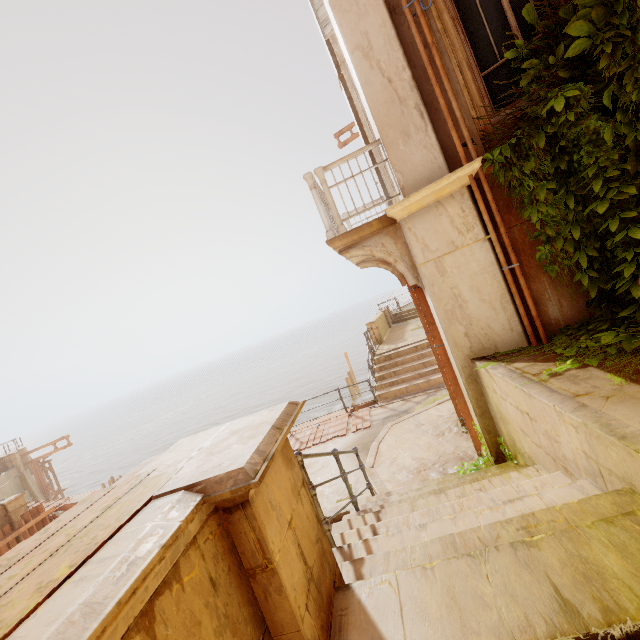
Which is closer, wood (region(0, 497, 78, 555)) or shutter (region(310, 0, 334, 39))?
shutter (region(310, 0, 334, 39))

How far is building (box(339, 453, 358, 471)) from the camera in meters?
7.6

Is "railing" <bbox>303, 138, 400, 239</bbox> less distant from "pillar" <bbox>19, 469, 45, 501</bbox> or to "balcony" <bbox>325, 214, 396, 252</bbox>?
"balcony" <bbox>325, 214, 396, 252</bbox>

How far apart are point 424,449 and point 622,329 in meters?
4.5

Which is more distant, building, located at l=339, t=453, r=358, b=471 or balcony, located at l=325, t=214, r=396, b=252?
building, located at l=339, t=453, r=358, b=471

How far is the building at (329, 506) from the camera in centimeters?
629cm
